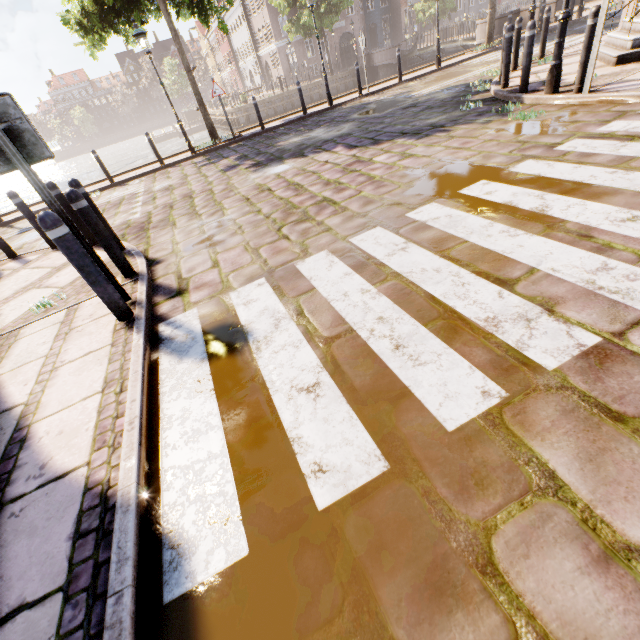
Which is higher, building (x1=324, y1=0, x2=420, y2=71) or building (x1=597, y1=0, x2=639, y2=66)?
building (x1=324, y1=0, x2=420, y2=71)

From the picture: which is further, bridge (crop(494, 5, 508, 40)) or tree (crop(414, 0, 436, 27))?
tree (crop(414, 0, 436, 27))

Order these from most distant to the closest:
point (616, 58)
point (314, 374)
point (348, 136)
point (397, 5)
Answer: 1. point (397, 5)
2. point (348, 136)
3. point (616, 58)
4. point (314, 374)

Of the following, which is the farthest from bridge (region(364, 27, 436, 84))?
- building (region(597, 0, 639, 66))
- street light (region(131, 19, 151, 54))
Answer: street light (region(131, 19, 151, 54))

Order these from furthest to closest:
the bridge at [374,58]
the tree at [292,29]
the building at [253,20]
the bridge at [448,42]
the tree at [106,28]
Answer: the building at [253,20], the tree at [292,29], the bridge at [374,58], the bridge at [448,42], the tree at [106,28]

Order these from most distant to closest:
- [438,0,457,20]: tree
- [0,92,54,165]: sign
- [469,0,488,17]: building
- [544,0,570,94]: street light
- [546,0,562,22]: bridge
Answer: [469,0,488,17]: building
[438,0,457,20]: tree
[546,0,562,22]: bridge
[544,0,570,94]: street light
[0,92,54,165]: sign

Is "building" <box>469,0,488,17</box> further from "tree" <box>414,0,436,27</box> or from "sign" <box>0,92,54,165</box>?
"sign" <box>0,92,54,165</box>

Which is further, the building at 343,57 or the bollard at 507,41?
the building at 343,57
